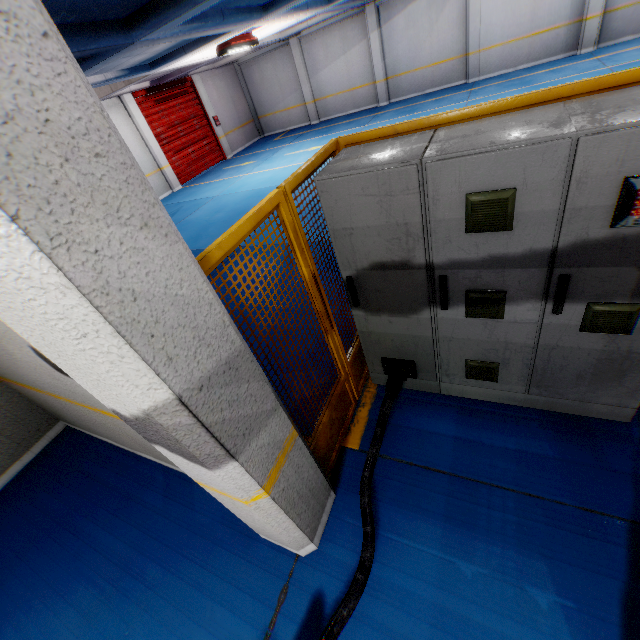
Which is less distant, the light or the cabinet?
the cabinet

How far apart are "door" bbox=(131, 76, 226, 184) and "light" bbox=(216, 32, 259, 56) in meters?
5.5 m

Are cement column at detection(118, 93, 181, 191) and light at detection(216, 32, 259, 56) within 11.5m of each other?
yes

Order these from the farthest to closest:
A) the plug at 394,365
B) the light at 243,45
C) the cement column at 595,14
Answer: the cement column at 595,14 → the light at 243,45 → the plug at 394,365

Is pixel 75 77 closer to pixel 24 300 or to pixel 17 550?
pixel 24 300

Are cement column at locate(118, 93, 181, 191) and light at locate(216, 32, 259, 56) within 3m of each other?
no

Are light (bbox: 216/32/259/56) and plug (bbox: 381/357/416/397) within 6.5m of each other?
no

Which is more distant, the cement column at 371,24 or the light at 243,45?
the cement column at 371,24
